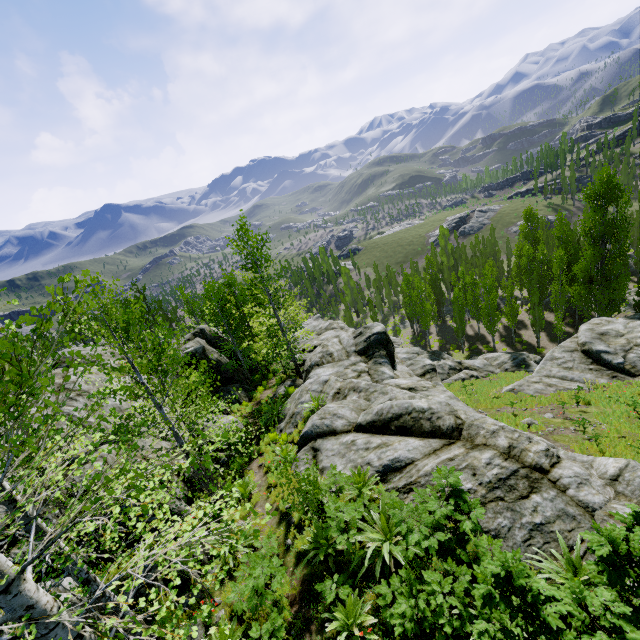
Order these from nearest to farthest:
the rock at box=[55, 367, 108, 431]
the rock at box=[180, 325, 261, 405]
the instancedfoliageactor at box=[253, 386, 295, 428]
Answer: the rock at box=[55, 367, 108, 431]
the instancedfoliageactor at box=[253, 386, 295, 428]
the rock at box=[180, 325, 261, 405]

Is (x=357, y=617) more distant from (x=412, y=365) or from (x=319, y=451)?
(x=412, y=365)

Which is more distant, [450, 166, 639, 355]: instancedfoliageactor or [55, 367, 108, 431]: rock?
[450, 166, 639, 355]: instancedfoliageactor

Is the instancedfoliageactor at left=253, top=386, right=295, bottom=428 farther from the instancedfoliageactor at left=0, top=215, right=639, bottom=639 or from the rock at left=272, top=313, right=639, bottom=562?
the instancedfoliageactor at left=0, top=215, right=639, bottom=639

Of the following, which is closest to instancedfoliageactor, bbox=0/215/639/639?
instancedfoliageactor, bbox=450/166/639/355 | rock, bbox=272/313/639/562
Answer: rock, bbox=272/313/639/562

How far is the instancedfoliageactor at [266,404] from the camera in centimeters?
1545cm

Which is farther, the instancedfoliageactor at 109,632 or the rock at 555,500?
the rock at 555,500
